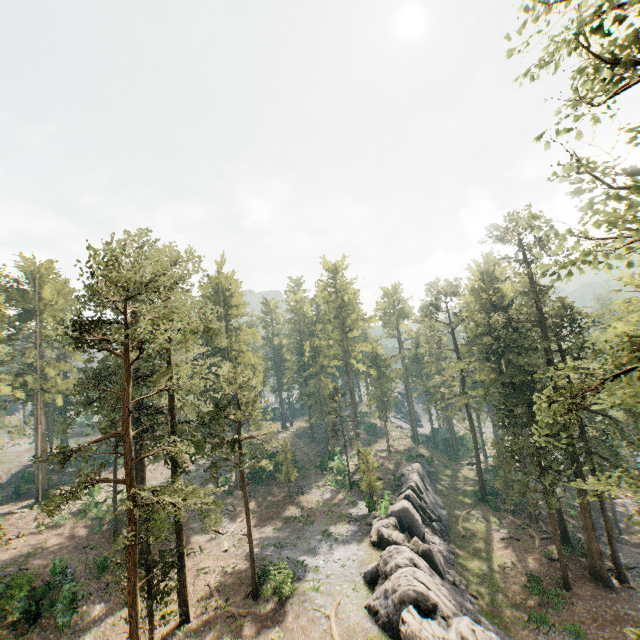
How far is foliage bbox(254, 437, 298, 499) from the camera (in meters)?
27.45

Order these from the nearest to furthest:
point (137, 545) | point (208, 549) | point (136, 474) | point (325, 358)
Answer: point (137, 545), point (136, 474), point (208, 549), point (325, 358)

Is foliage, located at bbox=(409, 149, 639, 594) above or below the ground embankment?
above

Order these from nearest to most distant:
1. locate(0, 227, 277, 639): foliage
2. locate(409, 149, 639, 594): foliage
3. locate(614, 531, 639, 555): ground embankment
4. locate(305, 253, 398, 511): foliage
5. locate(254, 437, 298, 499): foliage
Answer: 1. locate(409, 149, 639, 594): foliage
2. locate(0, 227, 277, 639): foliage
3. locate(254, 437, 298, 499): foliage
4. locate(614, 531, 639, 555): ground embankment
5. locate(305, 253, 398, 511): foliage

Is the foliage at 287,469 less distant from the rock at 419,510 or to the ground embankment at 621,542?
the ground embankment at 621,542

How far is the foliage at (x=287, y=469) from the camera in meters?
27.4

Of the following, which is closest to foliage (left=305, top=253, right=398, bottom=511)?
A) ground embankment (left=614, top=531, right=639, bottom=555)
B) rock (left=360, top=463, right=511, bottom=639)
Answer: ground embankment (left=614, top=531, right=639, bottom=555)

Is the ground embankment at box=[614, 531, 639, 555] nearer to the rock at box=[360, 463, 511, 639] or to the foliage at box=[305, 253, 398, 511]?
the foliage at box=[305, 253, 398, 511]
